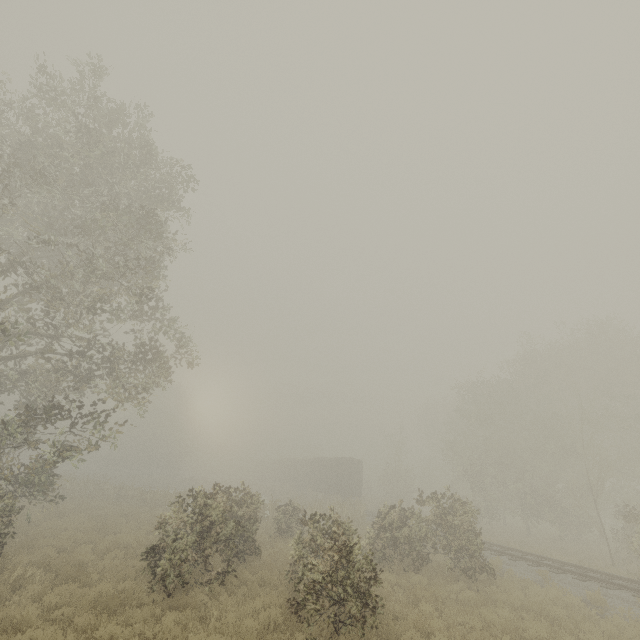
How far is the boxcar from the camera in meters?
34.8 m

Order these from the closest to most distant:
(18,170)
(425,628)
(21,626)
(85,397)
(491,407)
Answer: (21,626) → (425,628) → (18,170) → (491,407) → (85,397)

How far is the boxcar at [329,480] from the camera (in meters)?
34.78
